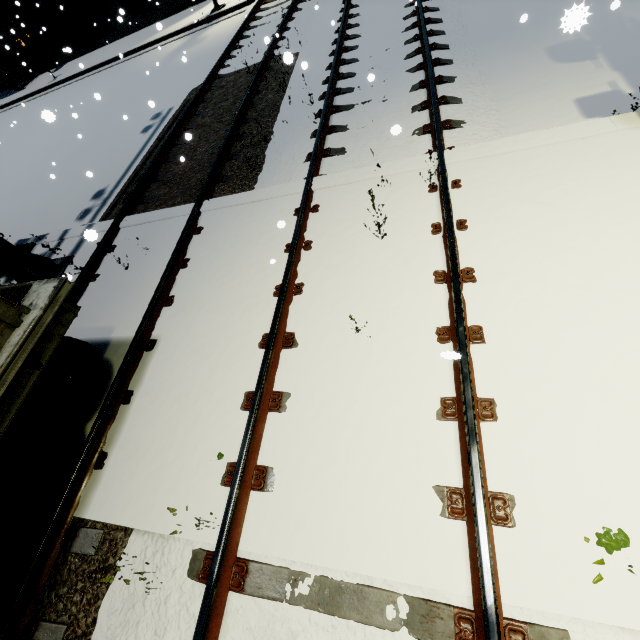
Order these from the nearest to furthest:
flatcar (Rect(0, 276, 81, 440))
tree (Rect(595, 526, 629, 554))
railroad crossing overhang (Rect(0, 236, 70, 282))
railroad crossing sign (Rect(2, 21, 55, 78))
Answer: tree (Rect(595, 526, 629, 554)) < flatcar (Rect(0, 276, 81, 440)) < railroad crossing overhang (Rect(0, 236, 70, 282)) < railroad crossing sign (Rect(2, 21, 55, 78))

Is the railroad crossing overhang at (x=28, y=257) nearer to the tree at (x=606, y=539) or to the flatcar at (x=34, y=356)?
the flatcar at (x=34, y=356)

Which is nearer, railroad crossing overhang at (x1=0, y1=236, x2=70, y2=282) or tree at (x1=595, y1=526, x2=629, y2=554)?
tree at (x1=595, y1=526, x2=629, y2=554)

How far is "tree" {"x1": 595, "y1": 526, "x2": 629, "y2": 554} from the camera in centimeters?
216cm

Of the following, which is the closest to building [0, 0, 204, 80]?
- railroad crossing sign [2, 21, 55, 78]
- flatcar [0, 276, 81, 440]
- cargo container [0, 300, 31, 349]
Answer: cargo container [0, 300, 31, 349]

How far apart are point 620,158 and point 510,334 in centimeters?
282cm

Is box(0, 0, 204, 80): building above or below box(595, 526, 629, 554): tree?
above

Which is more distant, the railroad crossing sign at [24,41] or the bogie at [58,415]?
the railroad crossing sign at [24,41]
